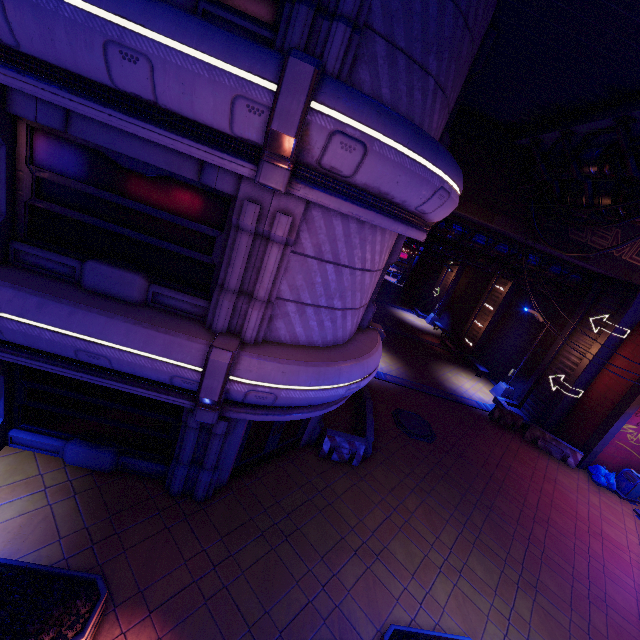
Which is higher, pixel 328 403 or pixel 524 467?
pixel 328 403

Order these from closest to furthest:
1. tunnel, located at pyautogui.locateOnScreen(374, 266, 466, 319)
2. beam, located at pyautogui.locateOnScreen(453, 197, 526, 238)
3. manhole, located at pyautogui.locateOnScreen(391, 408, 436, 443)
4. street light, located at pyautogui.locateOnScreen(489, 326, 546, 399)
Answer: beam, located at pyautogui.locateOnScreen(453, 197, 526, 238) < manhole, located at pyautogui.locateOnScreen(391, 408, 436, 443) < street light, located at pyautogui.locateOnScreen(489, 326, 546, 399) < tunnel, located at pyautogui.locateOnScreen(374, 266, 466, 319)

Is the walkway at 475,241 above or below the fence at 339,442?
above

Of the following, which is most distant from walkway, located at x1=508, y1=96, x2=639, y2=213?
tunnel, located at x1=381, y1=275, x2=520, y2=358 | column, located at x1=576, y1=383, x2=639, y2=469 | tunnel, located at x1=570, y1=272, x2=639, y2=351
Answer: tunnel, located at x1=381, y1=275, x2=520, y2=358

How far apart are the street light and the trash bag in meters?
5.1 m

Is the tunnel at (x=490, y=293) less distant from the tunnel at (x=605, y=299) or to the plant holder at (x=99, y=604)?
the tunnel at (x=605, y=299)

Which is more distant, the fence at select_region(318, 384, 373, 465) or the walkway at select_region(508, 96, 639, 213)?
the fence at select_region(318, 384, 373, 465)

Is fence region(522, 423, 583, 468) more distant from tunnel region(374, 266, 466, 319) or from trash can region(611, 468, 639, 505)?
tunnel region(374, 266, 466, 319)
